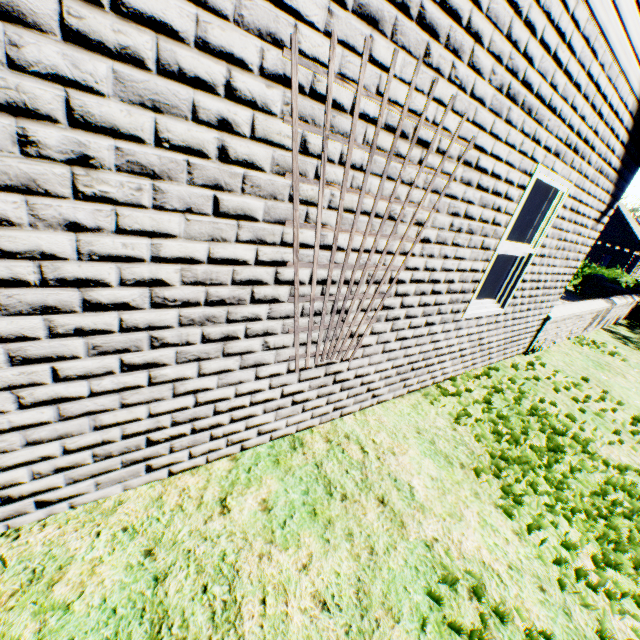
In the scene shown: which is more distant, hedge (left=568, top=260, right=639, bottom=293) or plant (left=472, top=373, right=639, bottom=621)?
hedge (left=568, top=260, right=639, bottom=293)

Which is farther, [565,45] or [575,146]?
[575,146]

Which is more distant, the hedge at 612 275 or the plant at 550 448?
the hedge at 612 275
